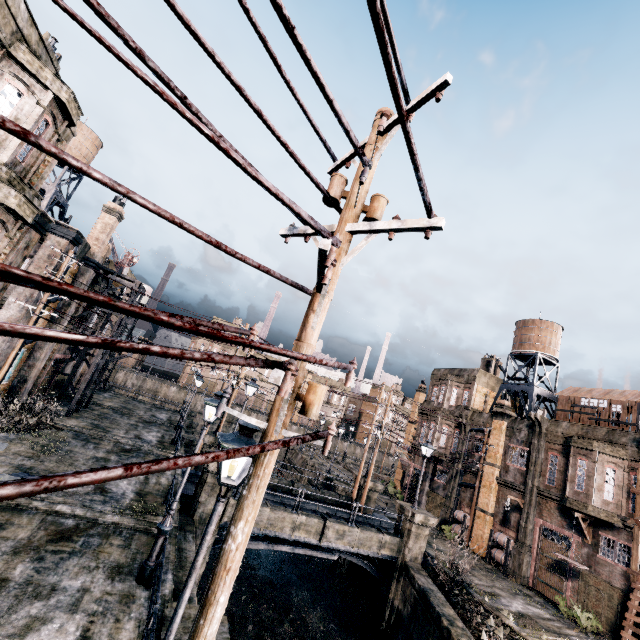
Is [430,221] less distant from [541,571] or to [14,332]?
[14,332]

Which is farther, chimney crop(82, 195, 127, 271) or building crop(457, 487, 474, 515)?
building crop(457, 487, 474, 515)

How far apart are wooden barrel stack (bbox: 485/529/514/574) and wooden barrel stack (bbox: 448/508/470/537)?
2.4m

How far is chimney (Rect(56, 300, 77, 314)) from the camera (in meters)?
23.45

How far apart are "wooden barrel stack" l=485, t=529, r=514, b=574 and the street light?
25.81m

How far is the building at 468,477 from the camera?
30.5 meters

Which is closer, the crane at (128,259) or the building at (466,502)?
the crane at (128,259)

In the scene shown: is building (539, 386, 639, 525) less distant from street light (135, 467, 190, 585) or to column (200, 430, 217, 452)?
column (200, 430, 217, 452)
